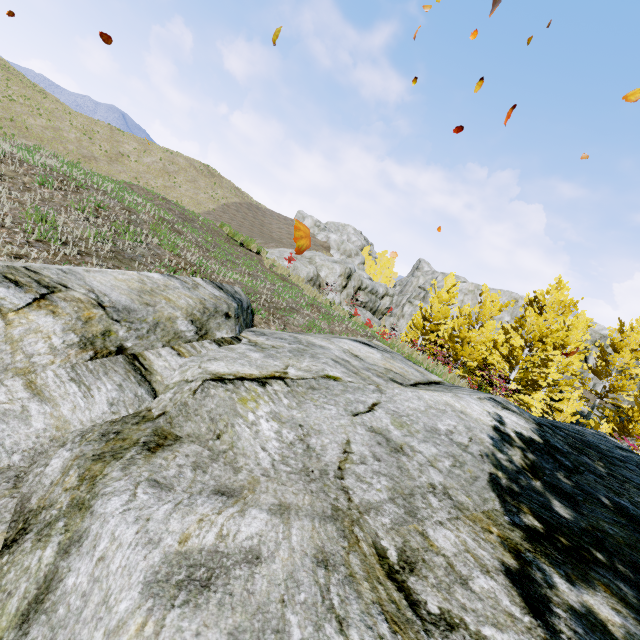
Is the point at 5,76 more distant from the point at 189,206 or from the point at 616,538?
the point at 616,538

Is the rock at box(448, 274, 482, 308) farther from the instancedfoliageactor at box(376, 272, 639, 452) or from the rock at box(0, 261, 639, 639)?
the rock at box(0, 261, 639, 639)

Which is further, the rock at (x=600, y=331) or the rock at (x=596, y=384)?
the rock at (x=600, y=331)

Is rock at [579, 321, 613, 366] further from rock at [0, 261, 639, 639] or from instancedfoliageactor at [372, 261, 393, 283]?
rock at [0, 261, 639, 639]

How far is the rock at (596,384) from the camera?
34.2m

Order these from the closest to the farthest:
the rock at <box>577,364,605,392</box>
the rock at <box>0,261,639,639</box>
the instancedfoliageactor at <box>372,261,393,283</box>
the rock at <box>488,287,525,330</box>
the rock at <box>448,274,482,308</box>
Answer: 1. the rock at <box>0,261,639,639</box>
2. the rock at <box>577,364,605,392</box>
3. the rock at <box>488,287,525,330</box>
4. the rock at <box>448,274,482,308</box>
5. the instancedfoliageactor at <box>372,261,393,283</box>
